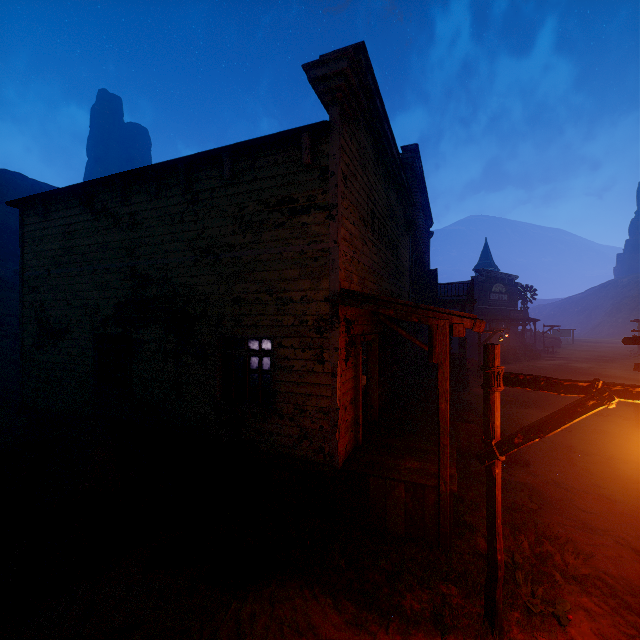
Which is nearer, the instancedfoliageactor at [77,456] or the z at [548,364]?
the instancedfoliageactor at [77,456]

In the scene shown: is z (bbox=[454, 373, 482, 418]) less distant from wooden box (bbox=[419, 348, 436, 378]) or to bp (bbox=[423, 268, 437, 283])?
wooden box (bbox=[419, 348, 436, 378])

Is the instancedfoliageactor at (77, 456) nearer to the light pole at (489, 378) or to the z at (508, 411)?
the z at (508, 411)

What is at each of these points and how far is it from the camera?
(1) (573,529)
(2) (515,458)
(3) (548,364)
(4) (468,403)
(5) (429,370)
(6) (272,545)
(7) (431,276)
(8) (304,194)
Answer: (1) z, 5.6 meters
(2) building, 8.1 meters
(3) z, 26.5 meters
(4) z, 14.0 meters
(5) wooden box, 16.9 meters
(6) z, 5.2 meters
(7) bp, 22.1 meters
(8) building, 6.0 meters

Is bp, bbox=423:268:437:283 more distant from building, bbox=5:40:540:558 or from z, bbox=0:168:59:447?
z, bbox=0:168:59:447

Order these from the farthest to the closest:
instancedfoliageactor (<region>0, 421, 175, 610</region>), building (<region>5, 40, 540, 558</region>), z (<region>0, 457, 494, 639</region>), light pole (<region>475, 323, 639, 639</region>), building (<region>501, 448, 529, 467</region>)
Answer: building (<region>501, 448, 529, 467</region>), building (<region>5, 40, 540, 558</region>), instancedfoliageactor (<region>0, 421, 175, 610</region>), z (<region>0, 457, 494, 639</region>), light pole (<region>475, 323, 639, 639</region>)

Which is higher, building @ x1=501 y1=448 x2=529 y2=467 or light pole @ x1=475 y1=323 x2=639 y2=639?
light pole @ x1=475 y1=323 x2=639 y2=639

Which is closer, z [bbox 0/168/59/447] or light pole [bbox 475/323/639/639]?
light pole [bbox 475/323/639/639]
